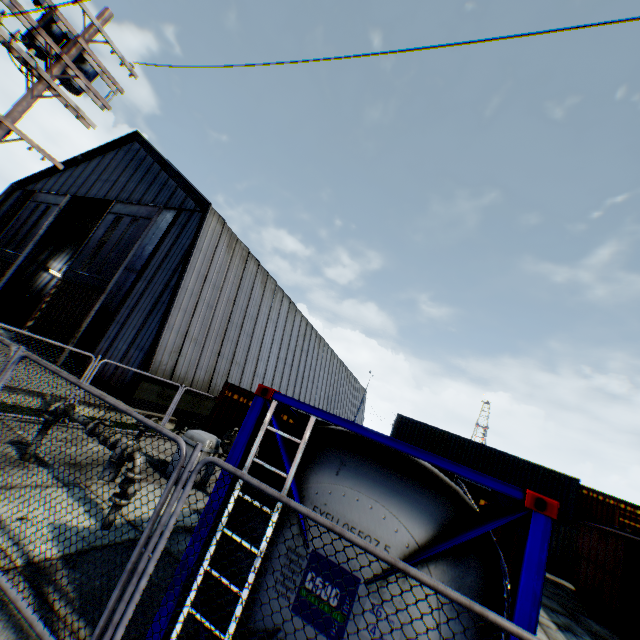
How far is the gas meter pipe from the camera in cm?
870

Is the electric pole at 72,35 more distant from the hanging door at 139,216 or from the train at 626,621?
the train at 626,621

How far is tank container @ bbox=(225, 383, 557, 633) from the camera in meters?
2.5

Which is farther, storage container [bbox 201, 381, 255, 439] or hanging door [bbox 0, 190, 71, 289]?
A: hanging door [bbox 0, 190, 71, 289]

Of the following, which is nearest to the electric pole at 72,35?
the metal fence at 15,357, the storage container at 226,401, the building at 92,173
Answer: the metal fence at 15,357

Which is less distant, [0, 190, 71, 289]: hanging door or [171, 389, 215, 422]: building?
[171, 389, 215, 422]: building

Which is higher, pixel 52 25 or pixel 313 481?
pixel 52 25

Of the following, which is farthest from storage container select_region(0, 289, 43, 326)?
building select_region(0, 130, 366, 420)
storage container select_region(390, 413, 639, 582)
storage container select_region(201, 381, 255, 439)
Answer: storage container select_region(390, 413, 639, 582)
